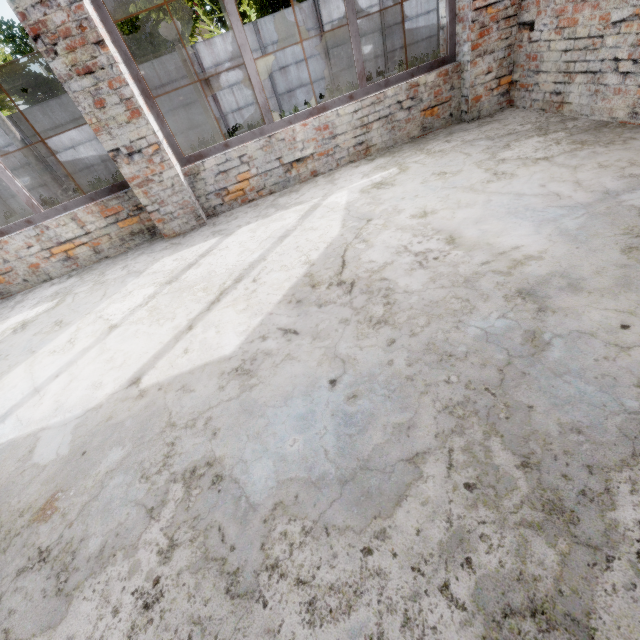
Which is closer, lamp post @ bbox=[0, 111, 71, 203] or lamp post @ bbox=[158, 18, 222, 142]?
lamp post @ bbox=[158, 18, 222, 142]

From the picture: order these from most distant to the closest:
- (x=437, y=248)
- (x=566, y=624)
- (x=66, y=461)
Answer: (x=437, y=248)
(x=66, y=461)
(x=566, y=624)

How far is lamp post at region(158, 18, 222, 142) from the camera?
4.5m

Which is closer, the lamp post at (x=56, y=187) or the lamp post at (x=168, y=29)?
the lamp post at (x=168, y=29)

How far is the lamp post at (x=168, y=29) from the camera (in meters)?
4.50
